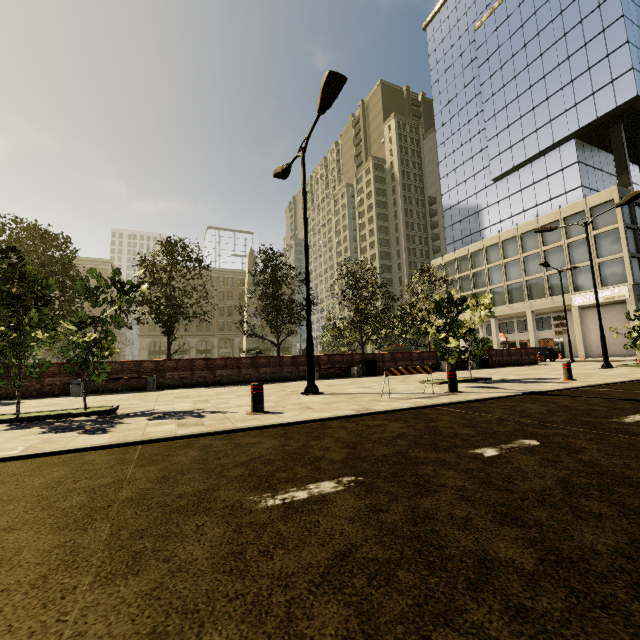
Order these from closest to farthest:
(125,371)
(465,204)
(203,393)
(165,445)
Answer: (165,445) < (203,393) < (125,371) < (465,204)

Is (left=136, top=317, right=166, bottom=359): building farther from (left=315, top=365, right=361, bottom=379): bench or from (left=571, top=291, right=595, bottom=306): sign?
(left=315, top=365, right=361, bottom=379): bench

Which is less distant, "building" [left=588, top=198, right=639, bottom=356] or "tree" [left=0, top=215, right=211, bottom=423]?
"tree" [left=0, top=215, right=211, bottom=423]

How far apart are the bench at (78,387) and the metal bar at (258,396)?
8.1m

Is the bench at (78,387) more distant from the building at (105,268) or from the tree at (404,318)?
the building at (105,268)

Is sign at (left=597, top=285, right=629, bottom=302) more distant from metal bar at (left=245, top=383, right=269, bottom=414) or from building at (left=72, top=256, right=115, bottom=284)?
building at (left=72, top=256, right=115, bottom=284)

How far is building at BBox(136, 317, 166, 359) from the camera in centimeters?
5684cm

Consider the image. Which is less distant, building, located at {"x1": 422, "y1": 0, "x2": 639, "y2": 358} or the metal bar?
the metal bar
